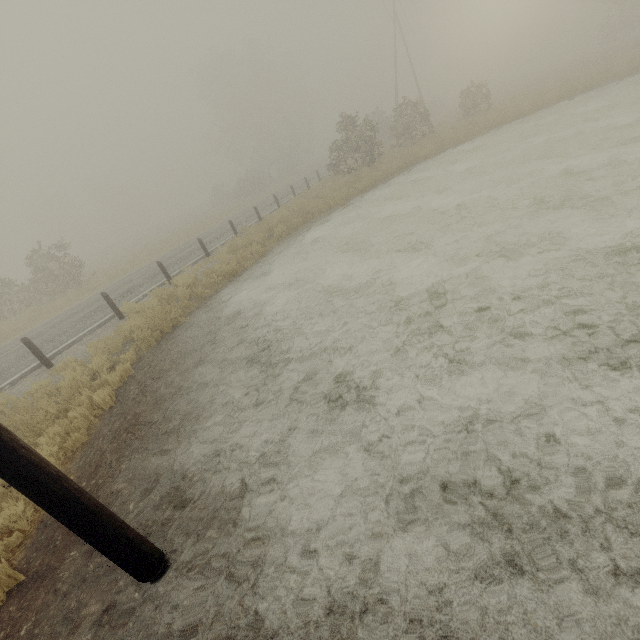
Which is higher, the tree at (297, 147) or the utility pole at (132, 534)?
the tree at (297, 147)

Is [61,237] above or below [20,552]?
above

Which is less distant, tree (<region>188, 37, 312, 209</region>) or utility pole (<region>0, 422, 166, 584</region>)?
utility pole (<region>0, 422, 166, 584</region>)

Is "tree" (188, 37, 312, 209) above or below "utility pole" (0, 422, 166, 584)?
above

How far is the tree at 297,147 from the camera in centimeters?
4250cm

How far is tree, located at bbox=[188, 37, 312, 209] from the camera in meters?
42.5
